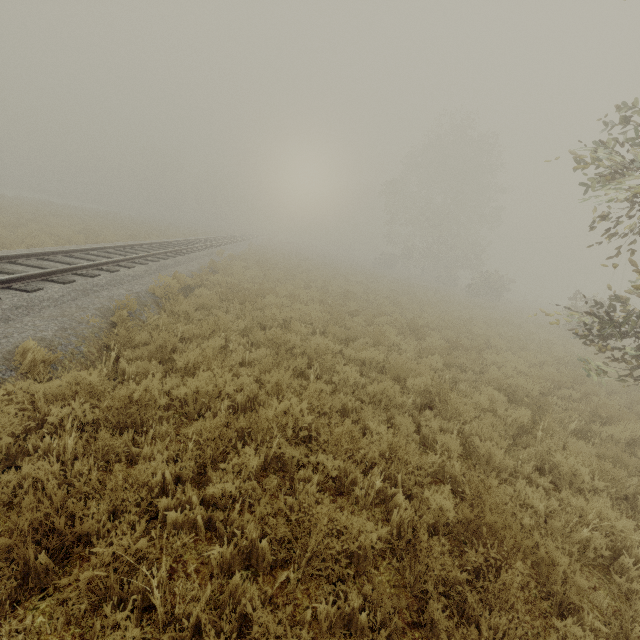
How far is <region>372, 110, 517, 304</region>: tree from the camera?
35.6 meters

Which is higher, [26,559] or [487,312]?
[487,312]

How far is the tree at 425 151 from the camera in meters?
35.6

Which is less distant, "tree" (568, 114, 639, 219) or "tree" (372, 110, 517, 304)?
"tree" (568, 114, 639, 219)

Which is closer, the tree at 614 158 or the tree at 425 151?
the tree at 614 158
